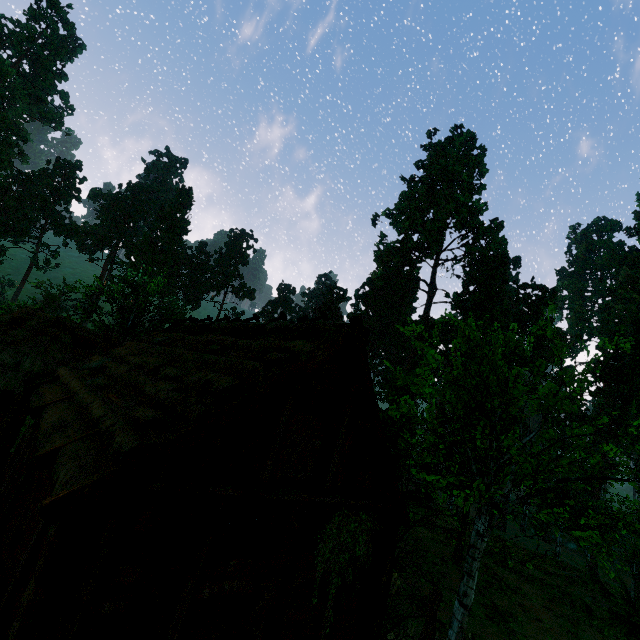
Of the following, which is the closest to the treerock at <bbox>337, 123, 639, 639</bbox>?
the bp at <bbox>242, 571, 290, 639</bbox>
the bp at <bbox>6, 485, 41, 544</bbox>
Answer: the bp at <bbox>242, 571, 290, 639</bbox>

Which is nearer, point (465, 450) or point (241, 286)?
point (465, 450)

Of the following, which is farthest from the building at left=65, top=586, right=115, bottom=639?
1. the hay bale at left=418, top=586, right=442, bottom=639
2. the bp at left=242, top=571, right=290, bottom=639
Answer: the hay bale at left=418, top=586, right=442, bottom=639

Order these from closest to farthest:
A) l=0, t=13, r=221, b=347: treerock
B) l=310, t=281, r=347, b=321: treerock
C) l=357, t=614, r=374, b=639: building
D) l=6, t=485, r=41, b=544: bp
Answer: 1. l=6, t=485, r=41, b=544: bp
2. l=357, t=614, r=374, b=639: building
3. l=0, t=13, r=221, b=347: treerock
4. l=310, t=281, r=347, b=321: treerock

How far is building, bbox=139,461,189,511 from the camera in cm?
487

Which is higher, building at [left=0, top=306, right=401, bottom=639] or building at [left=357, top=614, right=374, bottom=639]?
building at [left=0, top=306, right=401, bottom=639]

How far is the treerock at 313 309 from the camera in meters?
53.4

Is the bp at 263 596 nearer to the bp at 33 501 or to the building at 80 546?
the building at 80 546
